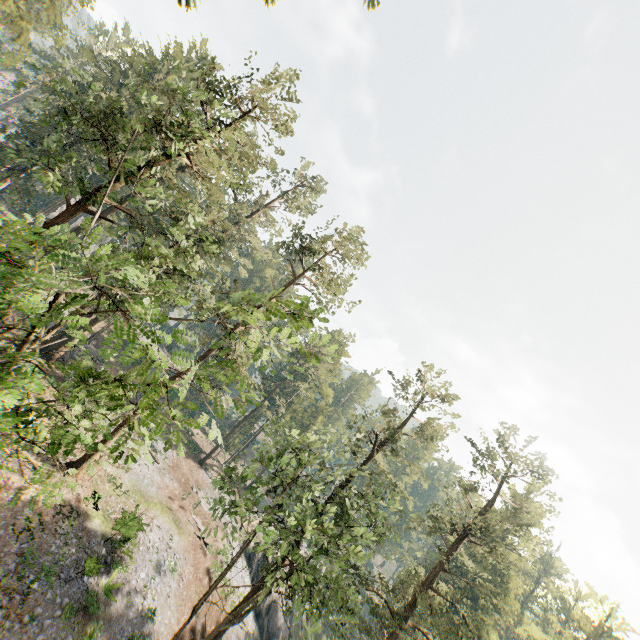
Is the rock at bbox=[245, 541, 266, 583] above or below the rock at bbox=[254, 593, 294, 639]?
above

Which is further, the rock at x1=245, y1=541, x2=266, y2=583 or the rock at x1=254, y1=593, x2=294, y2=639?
the rock at x1=245, y1=541, x2=266, y2=583

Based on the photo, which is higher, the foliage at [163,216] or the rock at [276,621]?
the foliage at [163,216]

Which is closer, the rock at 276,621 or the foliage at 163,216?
the foliage at 163,216

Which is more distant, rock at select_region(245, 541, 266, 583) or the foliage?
rock at select_region(245, 541, 266, 583)

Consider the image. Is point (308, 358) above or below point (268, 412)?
above

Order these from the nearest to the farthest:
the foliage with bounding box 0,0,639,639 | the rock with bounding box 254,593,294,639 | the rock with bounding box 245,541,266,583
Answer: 1. the foliage with bounding box 0,0,639,639
2. the rock with bounding box 254,593,294,639
3. the rock with bounding box 245,541,266,583
